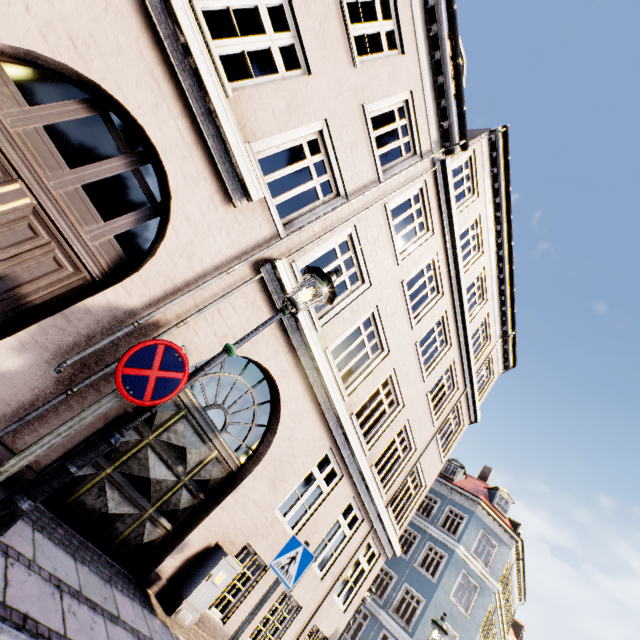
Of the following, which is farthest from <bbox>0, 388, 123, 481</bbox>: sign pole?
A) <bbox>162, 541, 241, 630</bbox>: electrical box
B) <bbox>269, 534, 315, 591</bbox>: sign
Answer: <bbox>162, 541, 241, 630</bbox>: electrical box

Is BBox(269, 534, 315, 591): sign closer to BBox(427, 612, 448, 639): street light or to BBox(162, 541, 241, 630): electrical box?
BBox(162, 541, 241, 630): electrical box

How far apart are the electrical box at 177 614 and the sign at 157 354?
4.2m

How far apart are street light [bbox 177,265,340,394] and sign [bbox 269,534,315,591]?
3.14m

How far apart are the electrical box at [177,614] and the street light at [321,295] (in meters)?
4.01

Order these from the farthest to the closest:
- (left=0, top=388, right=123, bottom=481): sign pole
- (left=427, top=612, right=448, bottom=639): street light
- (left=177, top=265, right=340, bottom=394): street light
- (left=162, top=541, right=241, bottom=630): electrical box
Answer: (left=427, top=612, right=448, bottom=639): street light
(left=162, top=541, right=241, bottom=630): electrical box
(left=177, top=265, right=340, bottom=394): street light
(left=0, top=388, right=123, bottom=481): sign pole

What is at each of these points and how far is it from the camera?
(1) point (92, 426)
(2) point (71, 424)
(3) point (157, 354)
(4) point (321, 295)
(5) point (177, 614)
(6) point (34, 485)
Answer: (1) building, 4.10m
(2) sign pole, 2.26m
(3) sign, 2.55m
(4) street light, 3.79m
(5) electrical box, 4.90m
(6) street light, 2.24m

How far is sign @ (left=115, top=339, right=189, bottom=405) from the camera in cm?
242
